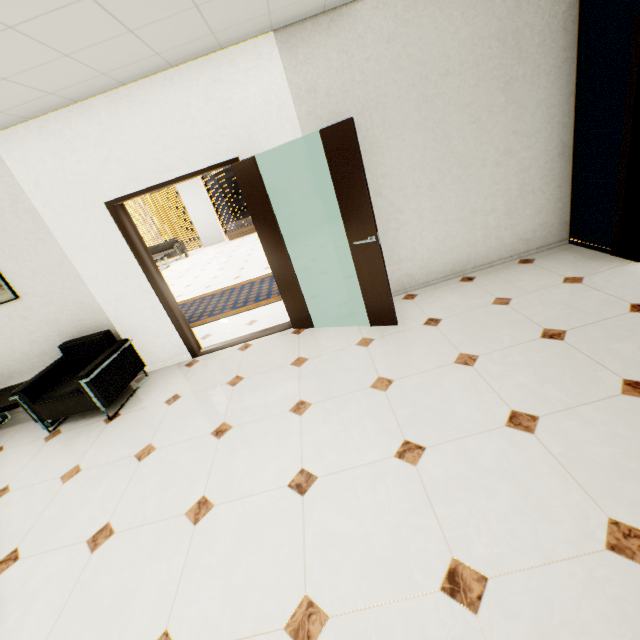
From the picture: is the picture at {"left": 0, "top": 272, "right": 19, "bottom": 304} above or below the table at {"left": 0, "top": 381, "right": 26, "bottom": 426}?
above

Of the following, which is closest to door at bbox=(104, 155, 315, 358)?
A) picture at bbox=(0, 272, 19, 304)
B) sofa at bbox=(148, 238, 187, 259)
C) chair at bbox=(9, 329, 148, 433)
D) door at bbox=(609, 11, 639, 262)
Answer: chair at bbox=(9, 329, 148, 433)

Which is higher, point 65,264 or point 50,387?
point 65,264

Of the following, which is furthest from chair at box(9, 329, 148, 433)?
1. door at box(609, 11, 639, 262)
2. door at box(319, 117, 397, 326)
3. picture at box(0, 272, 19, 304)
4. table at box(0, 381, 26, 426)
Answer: door at box(609, 11, 639, 262)

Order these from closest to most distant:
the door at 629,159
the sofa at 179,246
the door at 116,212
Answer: the door at 629,159 < the door at 116,212 < the sofa at 179,246

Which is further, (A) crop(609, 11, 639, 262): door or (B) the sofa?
(B) the sofa

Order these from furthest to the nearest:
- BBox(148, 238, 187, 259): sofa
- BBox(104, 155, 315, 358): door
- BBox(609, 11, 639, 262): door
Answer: BBox(148, 238, 187, 259): sofa, BBox(104, 155, 315, 358): door, BBox(609, 11, 639, 262): door

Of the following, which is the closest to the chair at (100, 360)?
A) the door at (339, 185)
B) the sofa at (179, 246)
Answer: the door at (339, 185)
